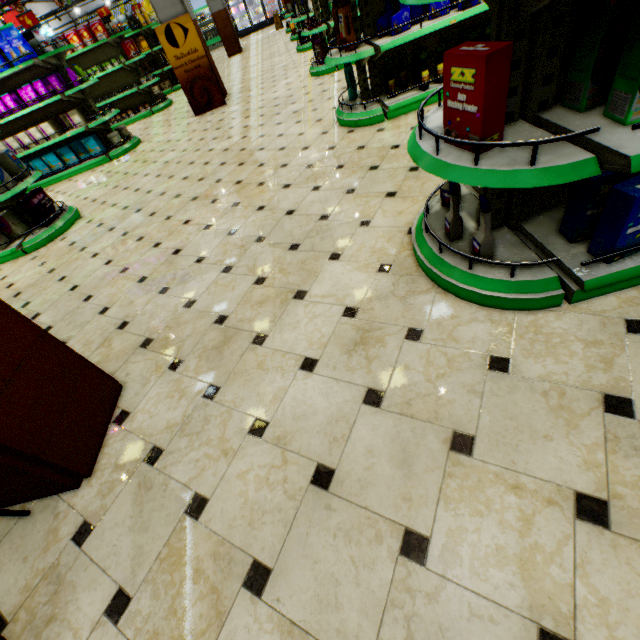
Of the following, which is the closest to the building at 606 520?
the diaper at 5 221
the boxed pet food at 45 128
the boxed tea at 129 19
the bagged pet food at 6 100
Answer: the diaper at 5 221

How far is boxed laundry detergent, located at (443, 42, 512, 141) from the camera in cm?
120

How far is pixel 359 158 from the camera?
3.5 meters

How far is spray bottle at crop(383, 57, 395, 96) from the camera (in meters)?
3.86

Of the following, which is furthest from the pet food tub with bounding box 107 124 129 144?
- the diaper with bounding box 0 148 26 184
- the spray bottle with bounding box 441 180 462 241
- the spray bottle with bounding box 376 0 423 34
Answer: the spray bottle with bounding box 441 180 462 241

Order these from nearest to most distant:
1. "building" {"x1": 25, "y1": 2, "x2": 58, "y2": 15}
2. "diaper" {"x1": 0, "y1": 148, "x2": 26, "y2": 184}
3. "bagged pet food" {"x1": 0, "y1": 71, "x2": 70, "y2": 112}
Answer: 1. "diaper" {"x1": 0, "y1": 148, "x2": 26, "y2": 184}
2. "bagged pet food" {"x1": 0, "y1": 71, "x2": 70, "y2": 112}
3. "building" {"x1": 25, "y1": 2, "x2": 58, "y2": 15}

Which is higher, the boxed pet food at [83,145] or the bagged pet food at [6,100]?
the bagged pet food at [6,100]

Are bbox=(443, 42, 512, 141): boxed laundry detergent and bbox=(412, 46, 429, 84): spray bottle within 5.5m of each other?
yes
